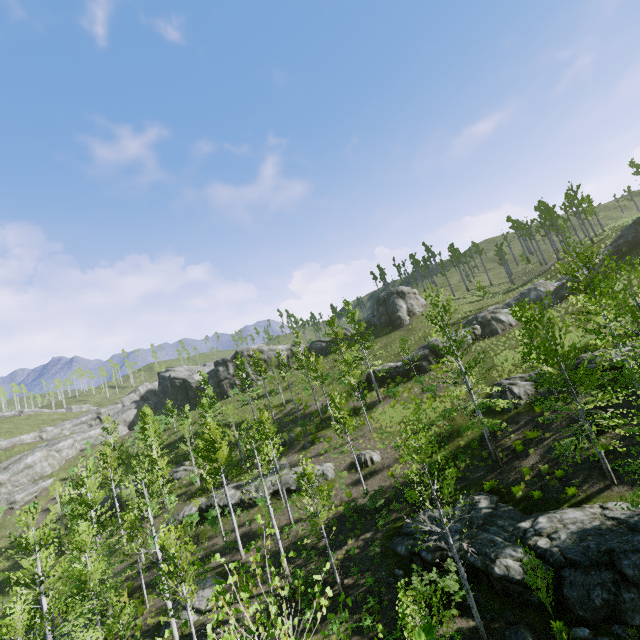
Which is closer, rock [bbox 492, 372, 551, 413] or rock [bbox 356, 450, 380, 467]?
rock [bbox 492, 372, 551, 413]

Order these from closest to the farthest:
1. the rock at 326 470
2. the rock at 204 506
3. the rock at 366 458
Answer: the rock at 366 458
the rock at 326 470
the rock at 204 506

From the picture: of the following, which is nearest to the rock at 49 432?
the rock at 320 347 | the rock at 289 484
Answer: the rock at 320 347

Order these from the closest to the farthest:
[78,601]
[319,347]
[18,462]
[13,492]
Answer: [78,601] < [13,492] < [18,462] < [319,347]

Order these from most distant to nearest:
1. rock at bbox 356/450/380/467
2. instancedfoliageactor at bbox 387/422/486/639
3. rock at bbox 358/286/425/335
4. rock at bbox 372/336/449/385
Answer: rock at bbox 358/286/425/335 < rock at bbox 372/336/449/385 < rock at bbox 356/450/380/467 < instancedfoliageactor at bbox 387/422/486/639

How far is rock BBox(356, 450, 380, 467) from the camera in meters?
25.9

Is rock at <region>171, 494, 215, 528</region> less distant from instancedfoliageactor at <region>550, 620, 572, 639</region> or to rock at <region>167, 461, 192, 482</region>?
instancedfoliageactor at <region>550, 620, 572, 639</region>

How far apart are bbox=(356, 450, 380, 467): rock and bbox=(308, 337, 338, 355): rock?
29.64m
